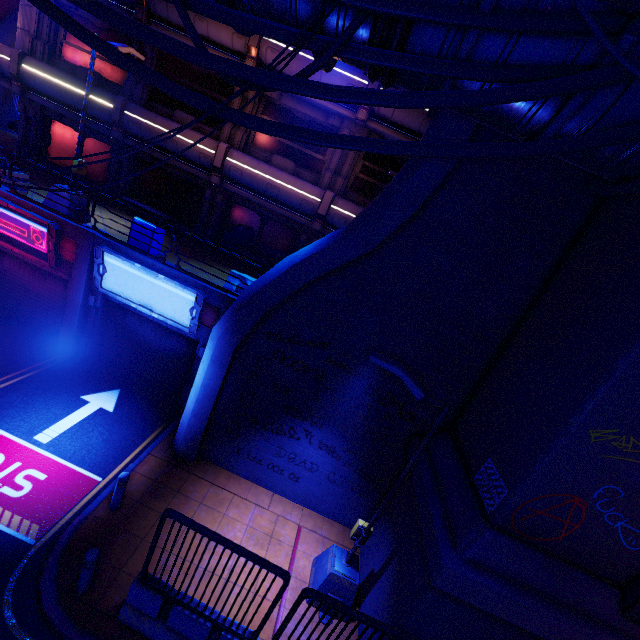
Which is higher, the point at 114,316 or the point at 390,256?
the point at 390,256

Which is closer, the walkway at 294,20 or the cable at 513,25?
the cable at 513,25

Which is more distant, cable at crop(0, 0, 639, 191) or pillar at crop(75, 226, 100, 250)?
pillar at crop(75, 226, 100, 250)

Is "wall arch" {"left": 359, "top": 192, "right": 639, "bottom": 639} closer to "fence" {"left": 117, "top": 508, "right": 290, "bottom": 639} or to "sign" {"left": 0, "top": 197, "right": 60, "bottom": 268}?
"fence" {"left": 117, "top": 508, "right": 290, "bottom": 639}

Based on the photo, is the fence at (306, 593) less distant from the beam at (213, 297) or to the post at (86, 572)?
the post at (86, 572)

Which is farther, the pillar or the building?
the building

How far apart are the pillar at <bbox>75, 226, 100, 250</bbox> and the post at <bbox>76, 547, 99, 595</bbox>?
8.47m

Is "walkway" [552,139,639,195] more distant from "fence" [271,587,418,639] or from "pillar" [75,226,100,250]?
"fence" [271,587,418,639]
